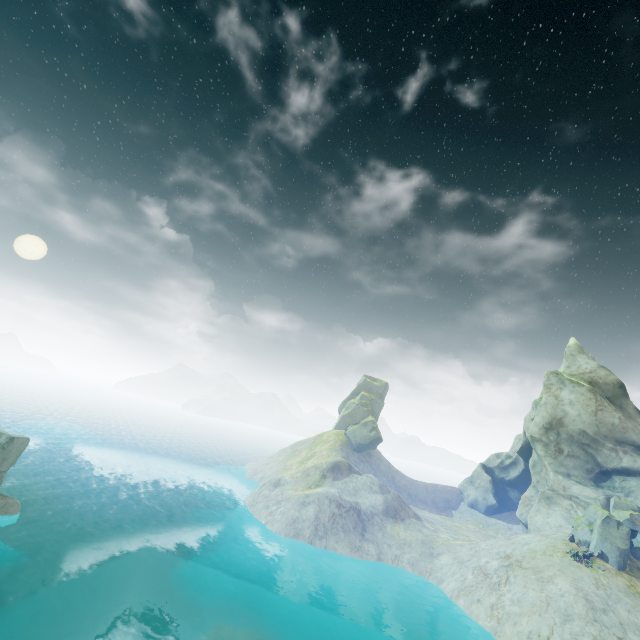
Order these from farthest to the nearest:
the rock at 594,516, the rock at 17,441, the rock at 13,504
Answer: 1. the rock at 17,441
2. the rock at 594,516
3. the rock at 13,504

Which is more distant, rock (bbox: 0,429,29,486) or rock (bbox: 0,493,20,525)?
rock (bbox: 0,429,29,486)

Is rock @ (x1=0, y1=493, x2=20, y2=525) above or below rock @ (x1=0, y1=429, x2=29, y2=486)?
below

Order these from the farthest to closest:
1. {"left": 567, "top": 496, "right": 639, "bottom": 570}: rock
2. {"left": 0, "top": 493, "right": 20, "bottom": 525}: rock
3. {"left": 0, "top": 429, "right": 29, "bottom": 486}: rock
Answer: {"left": 0, "top": 429, "right": 29, "bottom": 486}: rock → {"left": 567, "top": 496, "right": 639, "bottom": 570}: rock → {"left": 0, "top": 493, "right": 20, "bottom": 525}: rock

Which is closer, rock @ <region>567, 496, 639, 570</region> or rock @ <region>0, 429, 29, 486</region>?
rock @ <region>567, 496, 639, 570</region>

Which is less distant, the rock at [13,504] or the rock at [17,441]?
the rock at [13,504]

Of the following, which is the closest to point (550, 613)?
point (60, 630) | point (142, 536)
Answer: point (60, 630)
